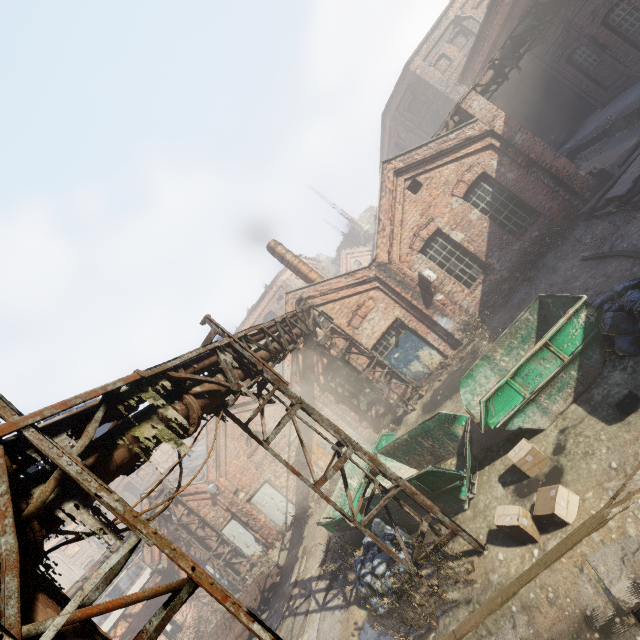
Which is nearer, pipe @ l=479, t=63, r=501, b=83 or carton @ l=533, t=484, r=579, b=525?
carton @ l=533, t=484, r=579, b=525

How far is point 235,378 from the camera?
6.0 meters

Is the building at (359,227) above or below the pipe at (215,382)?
above

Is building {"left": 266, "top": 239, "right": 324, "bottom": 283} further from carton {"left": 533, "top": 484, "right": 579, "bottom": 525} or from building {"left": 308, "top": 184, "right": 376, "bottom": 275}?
building {"left": 308, "top": 184, "right": 376, "bottom": 275}

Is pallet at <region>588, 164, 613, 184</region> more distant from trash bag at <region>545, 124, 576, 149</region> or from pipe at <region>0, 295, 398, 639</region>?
pipe at <region>0, 295, 398, 639</region>

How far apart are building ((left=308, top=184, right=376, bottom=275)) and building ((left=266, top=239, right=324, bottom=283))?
29.92m

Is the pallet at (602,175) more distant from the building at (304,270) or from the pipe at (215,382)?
the building at (304,270)

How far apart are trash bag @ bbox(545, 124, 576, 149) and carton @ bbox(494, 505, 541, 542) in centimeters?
2097cm
